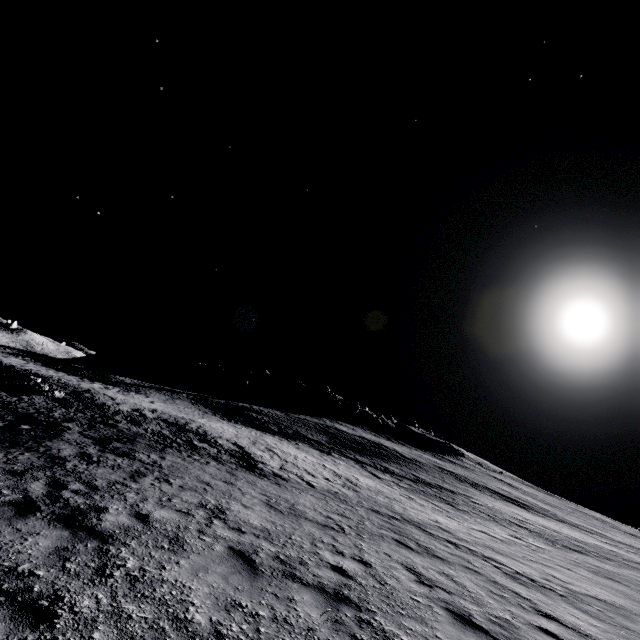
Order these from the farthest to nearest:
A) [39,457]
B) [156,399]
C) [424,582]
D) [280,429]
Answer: [280,429]
[156,399]
[39,457]
[424,582]
